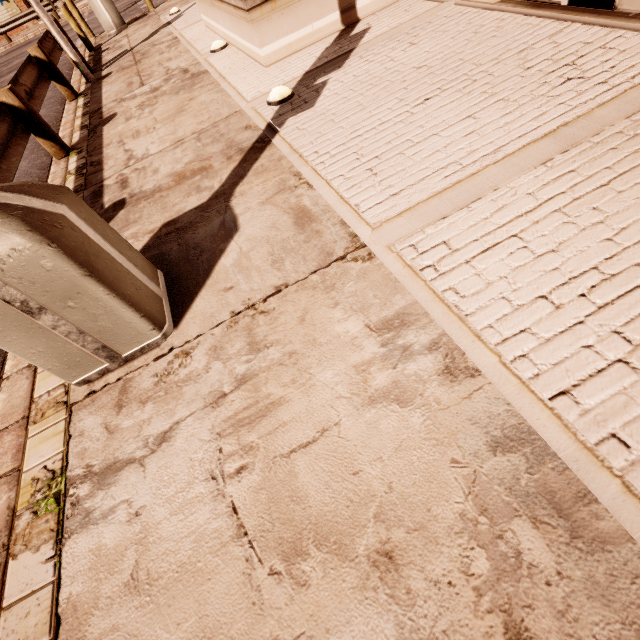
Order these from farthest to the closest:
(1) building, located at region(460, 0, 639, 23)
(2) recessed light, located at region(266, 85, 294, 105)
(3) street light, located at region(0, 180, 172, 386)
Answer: (2) recessed light, located at region(266, 85, 294, 105) → (1) building, located at region(460, 0, 639, 23) → (3) street light, located at region(0, 180, 172, 386)

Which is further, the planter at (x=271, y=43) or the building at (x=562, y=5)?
the planter at (x=271, y=43)

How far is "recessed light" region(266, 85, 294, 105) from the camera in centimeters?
421cm

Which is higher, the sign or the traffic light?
the sign

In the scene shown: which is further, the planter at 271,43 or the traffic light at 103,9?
the traffic light at 103,9

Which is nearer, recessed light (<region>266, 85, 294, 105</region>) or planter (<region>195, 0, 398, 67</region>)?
recessed light (<region>266, 85, 294, 105</region>)

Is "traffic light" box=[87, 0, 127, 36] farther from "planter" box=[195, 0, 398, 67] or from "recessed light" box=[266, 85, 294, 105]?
"recessed light" box=[266, 85, 294, 105]

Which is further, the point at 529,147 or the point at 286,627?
the point at 529,147
